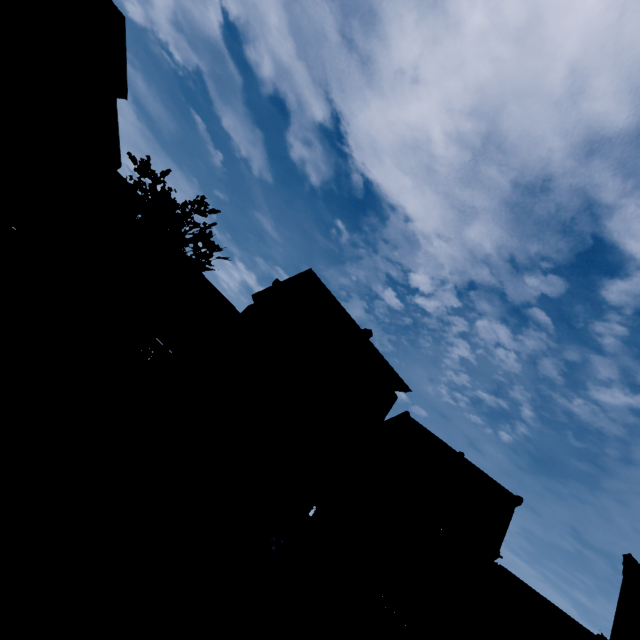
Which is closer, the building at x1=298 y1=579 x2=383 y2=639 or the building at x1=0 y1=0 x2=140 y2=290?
the building at x1=0 y1=0 x2=140 y2=290

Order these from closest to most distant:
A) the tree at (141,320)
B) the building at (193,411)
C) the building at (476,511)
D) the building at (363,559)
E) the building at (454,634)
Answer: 1. the tree at (141,320)
2. the building at (193,411)
3. the building at (363,559)
4. the building at (454,634)
5. the building at (476,511)

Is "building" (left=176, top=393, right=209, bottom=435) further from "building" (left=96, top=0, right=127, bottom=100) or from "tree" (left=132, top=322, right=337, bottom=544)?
"building" (left=96, top=0, right=127, bottom=100)

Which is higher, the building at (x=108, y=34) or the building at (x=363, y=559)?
the building at (x=108, y=34)

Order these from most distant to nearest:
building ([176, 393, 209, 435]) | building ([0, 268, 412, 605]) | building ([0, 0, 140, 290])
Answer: building ([176, 393, 209, 435])
building ([0, 268, 412, 605])
building ([0, 0, 140, 290])

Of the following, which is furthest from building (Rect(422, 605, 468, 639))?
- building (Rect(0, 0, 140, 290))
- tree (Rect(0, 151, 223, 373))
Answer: building (Rect(0, 0, 140, 290))

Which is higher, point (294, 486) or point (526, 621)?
point (526, 621)

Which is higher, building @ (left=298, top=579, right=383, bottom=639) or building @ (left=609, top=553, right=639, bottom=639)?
building @ (left=609, top=553, right=639, bottom=639)
